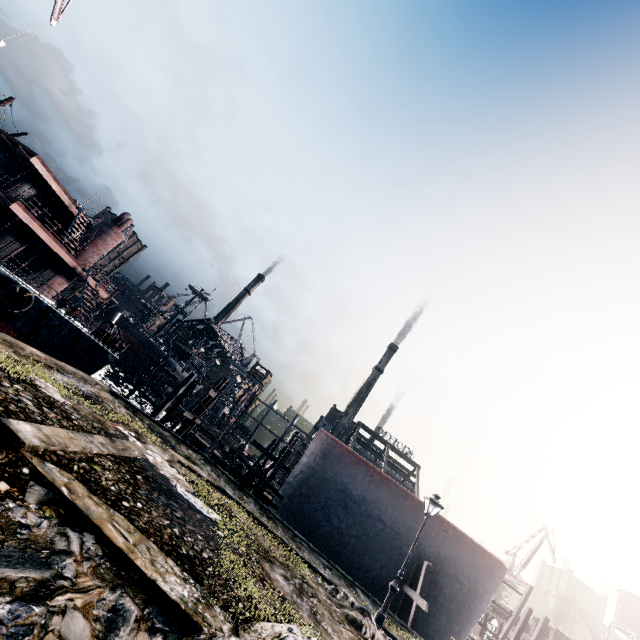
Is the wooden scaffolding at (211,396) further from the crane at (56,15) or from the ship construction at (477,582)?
the crane at (56,15)

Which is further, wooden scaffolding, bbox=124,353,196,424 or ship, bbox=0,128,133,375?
wooden scaffolding, bbox=124,353,196,424

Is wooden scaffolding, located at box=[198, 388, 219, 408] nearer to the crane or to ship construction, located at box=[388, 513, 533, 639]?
ship construction, located at box=[388, 513, 533, 639]

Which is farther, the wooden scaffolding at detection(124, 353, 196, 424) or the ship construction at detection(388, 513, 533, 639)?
the wooden scaffolding at detection(124, 353, 196, 424)

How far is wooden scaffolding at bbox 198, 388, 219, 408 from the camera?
30.53m

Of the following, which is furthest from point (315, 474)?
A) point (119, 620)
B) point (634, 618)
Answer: point (634, 618)

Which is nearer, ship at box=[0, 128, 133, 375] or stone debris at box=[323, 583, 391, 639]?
stone debris at box=[323, 583, 391, 639]

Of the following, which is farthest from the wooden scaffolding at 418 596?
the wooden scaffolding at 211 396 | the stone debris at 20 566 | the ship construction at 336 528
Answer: the wooden scaffolding at 211 396
